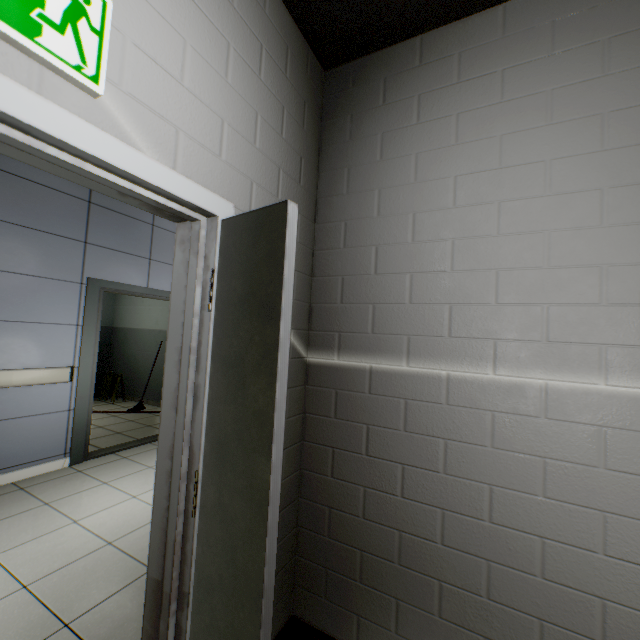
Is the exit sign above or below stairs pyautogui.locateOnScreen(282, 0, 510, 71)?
below

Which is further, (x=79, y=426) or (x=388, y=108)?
(x=79, y=426)

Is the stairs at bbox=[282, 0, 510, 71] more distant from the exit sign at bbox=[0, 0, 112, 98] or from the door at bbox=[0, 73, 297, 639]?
the exit sign at bbox=[0, 0, 112, 98]

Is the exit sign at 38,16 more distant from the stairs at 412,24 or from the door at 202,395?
the stairs at 412,24

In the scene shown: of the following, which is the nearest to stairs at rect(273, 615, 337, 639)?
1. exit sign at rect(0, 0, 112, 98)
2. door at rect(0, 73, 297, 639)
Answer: door at rect(0, 73, 297, 639)
